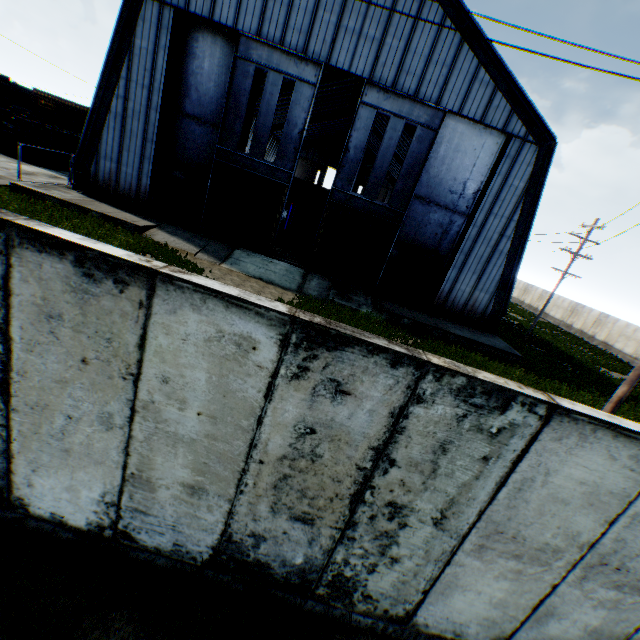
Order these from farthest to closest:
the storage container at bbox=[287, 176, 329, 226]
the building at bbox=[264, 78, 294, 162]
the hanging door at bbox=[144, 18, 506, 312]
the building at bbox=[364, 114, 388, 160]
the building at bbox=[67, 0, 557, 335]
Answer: the storage container at bbox=[287, 176, 329, 226] < the building at bbox=[364, 114, 388, 160] < the building at bbox=[264, 78, 294, 162] < the hanging door at bbox=[144, 18, 506, 312] < the building at bbox=[67, 0, 557, 335]

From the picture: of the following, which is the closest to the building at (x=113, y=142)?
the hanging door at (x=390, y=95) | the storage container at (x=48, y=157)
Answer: the hanging door at (x=390, y=95)

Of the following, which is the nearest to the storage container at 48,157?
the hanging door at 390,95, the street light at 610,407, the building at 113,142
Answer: the building at 113,142

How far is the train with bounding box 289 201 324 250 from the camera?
26.8 meters

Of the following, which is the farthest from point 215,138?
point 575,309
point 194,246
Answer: → point 575,309

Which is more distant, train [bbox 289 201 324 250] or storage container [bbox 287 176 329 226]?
storage container [bbox 287 176 329 226]

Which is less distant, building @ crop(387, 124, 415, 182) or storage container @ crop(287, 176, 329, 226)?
building @ crop(387, 124, 415, 182)

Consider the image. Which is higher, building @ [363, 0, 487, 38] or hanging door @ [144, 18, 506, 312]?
building @ [363, 0, 487, 38]
